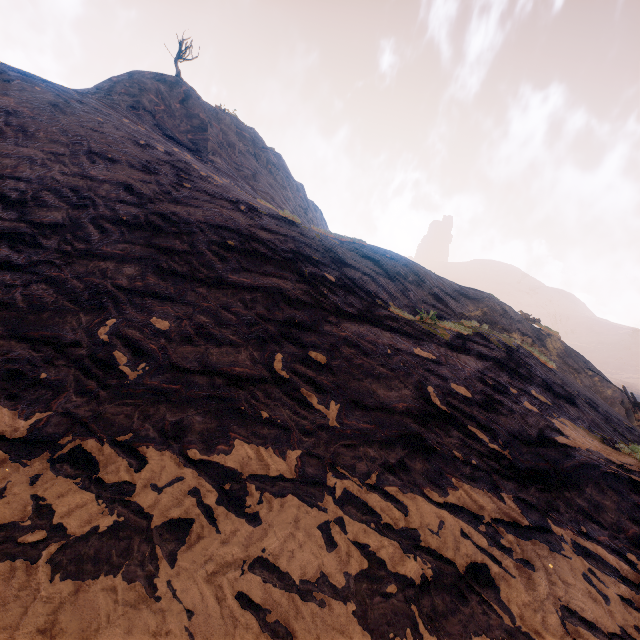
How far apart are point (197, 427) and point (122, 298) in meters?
3.7
